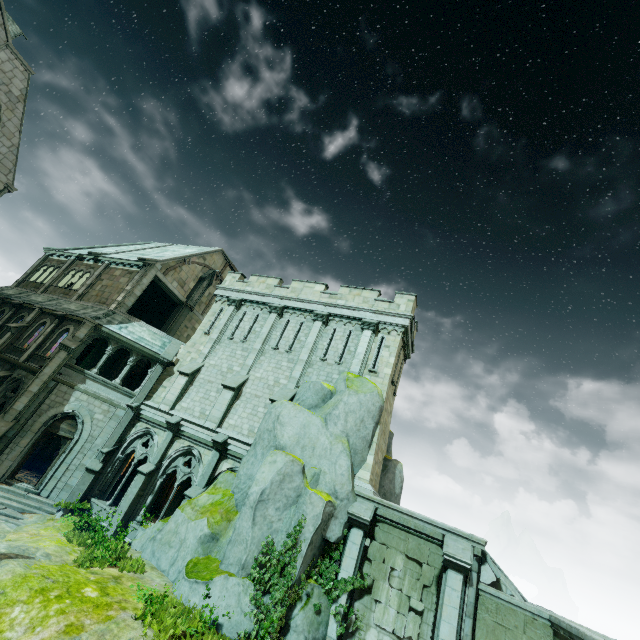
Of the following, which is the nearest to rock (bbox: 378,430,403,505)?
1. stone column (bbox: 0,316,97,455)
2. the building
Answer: stone column (bbox: 0,316,97,455)

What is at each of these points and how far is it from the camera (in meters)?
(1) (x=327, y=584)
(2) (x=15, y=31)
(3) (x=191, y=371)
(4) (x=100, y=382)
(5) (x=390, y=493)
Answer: (1) plant, 11.41
(2) merlon, 22.31
(3) stone column, 18.95
(4) wall trim, 18.47
(5) rock, 16.83

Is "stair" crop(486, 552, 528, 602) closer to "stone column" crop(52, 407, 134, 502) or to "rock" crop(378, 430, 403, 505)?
"rock" crop(378, 430, 403, 505)

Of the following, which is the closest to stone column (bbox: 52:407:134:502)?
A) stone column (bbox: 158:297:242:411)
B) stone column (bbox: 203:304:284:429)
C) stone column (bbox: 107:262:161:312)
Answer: stone column (bbox: 158:297:242:411)

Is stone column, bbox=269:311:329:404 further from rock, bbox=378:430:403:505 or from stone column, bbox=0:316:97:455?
stone column, bbox=0:316:97:455

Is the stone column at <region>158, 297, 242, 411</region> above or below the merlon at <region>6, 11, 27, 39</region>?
below

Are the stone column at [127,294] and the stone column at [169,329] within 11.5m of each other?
yes

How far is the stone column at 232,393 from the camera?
17.0m
